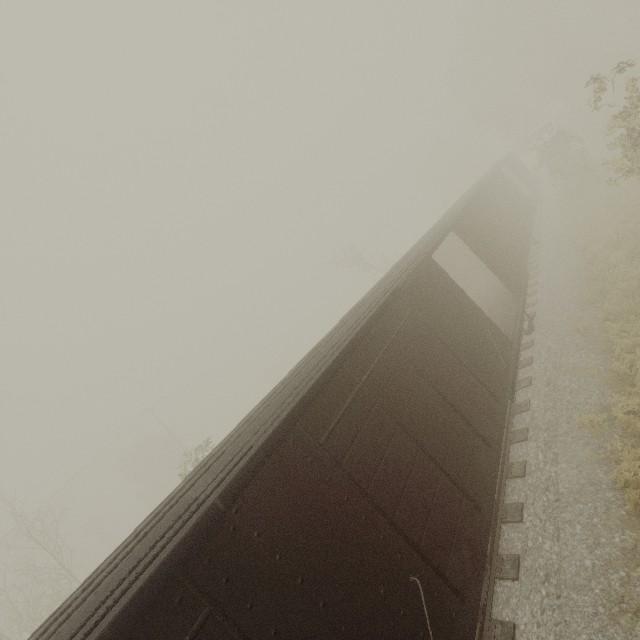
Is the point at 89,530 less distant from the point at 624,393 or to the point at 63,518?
the point at 63,518
